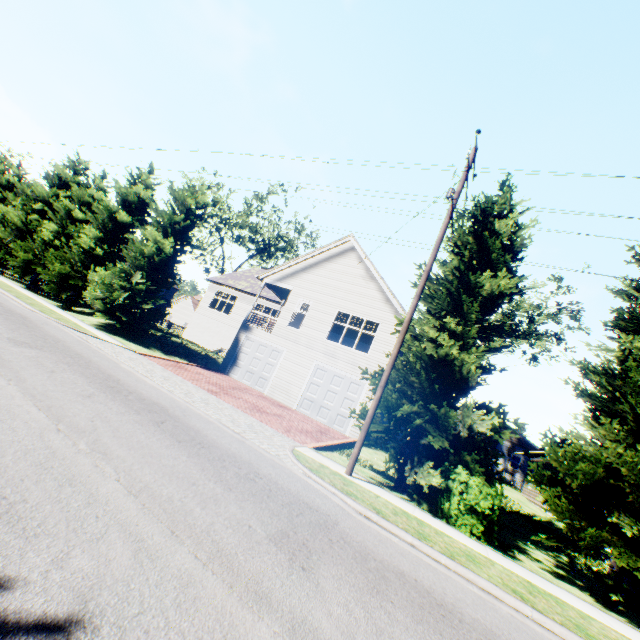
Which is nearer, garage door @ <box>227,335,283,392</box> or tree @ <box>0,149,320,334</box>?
Answer: tree @ <box>0,149,320,334</box>

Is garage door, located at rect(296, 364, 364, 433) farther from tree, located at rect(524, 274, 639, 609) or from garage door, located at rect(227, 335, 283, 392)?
tree, located at rect(524, 274, 639, 609)

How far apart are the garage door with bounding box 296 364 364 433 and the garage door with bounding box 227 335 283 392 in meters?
2.2 m

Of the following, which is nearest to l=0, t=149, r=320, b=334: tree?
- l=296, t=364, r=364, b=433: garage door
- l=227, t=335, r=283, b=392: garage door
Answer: l=296, t=364, r=364, b=433: garage door

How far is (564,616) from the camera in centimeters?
555cm

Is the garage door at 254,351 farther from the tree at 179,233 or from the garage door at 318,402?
the tree at 179,233

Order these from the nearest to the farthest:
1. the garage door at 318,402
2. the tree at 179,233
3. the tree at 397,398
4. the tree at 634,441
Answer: the tree at 634,441, the tree at 397,398, the garage door at 318,402, the tree at 179,233
